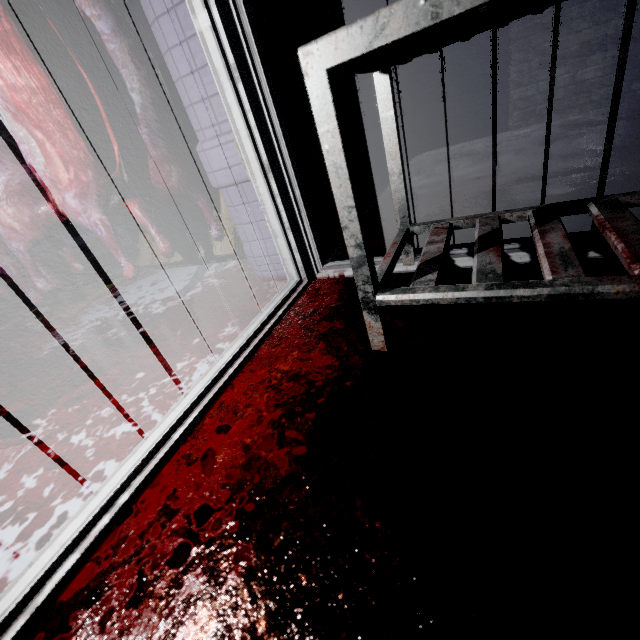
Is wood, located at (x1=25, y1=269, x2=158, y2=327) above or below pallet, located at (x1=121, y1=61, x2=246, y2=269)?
below

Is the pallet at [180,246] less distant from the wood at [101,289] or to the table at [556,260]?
the wood at [101,289]

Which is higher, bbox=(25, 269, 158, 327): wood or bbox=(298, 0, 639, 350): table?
bbox=(298, 0, 639, 350): table

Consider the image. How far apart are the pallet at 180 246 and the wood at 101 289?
0.1 meters

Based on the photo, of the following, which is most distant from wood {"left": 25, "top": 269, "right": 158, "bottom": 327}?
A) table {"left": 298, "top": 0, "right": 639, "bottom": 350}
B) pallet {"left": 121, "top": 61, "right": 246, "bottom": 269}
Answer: table {"left": 298, "top": 0, "right": 639, "bottom": 350}

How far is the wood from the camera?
2.3 meters

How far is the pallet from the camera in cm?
209

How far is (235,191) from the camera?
1.5 meters
